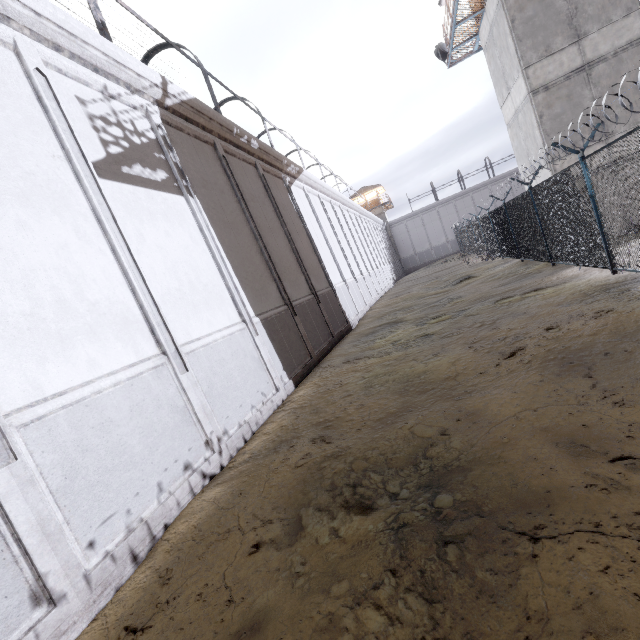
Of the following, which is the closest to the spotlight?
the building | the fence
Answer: the building

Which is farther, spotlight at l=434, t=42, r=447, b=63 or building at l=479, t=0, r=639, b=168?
spotlight at l=434, t=42, r=447, b=63

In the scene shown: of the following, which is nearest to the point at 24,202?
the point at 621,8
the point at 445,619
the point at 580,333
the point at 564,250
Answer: the point at 445,619

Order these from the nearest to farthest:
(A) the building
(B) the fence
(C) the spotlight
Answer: (B) the fence < (A) the building < (C) the spotlight

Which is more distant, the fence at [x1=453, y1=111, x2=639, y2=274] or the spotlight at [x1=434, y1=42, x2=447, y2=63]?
the spotlight at [x1=434, y1=42, x2=447, y2=63]

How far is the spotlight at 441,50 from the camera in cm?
1845

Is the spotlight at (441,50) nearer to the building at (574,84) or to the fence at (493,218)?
the building at (574,84)
